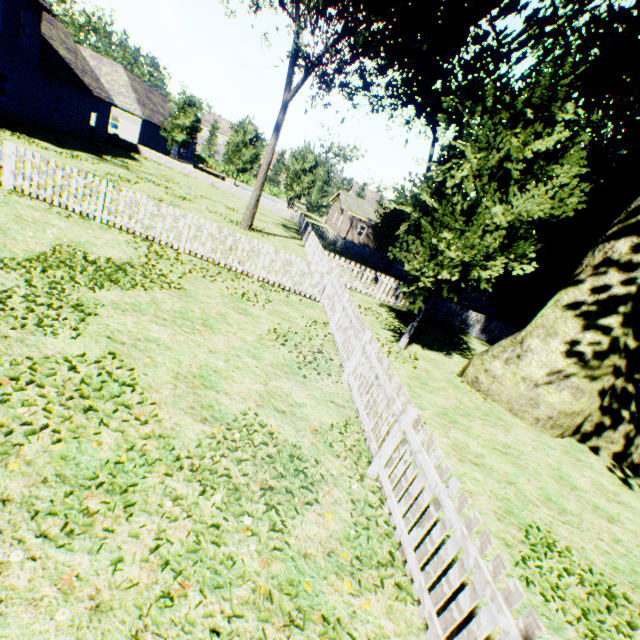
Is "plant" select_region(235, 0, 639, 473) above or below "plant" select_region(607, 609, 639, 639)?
above

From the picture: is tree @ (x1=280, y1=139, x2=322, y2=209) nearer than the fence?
No

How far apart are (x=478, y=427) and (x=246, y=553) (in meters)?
6.48

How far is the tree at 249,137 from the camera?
34.62m

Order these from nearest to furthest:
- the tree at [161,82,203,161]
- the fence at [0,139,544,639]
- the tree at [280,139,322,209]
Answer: the fence at [0,139,544,639] → the tree at [161,82,203,161] → the tree at [280,139,322,209]

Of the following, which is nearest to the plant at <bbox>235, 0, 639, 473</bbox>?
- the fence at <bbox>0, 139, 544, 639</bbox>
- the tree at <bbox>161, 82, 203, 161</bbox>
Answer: the fence at <bbox>0, 139, 544, 639</bbox>

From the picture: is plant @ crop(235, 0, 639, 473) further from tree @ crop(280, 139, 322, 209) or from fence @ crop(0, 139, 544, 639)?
tree @ crop(280, 139, 322, 209)
